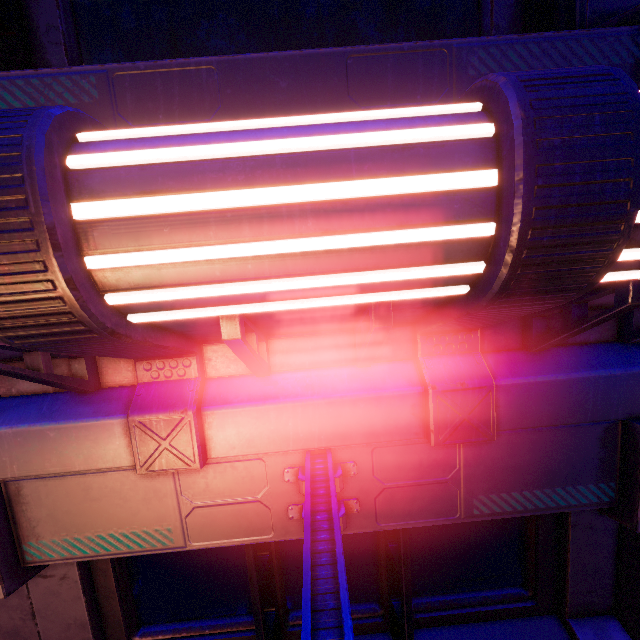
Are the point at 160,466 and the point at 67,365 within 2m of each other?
yes
